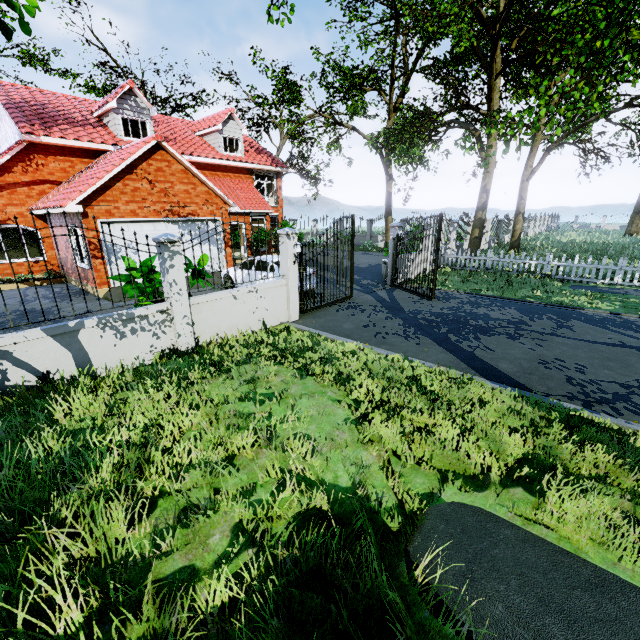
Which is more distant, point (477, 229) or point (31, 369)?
point (477, 229)

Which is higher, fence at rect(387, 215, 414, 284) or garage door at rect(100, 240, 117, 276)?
fence at rect(387, 215, 414, 284)

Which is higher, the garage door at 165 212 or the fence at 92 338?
the garage door at 165 212

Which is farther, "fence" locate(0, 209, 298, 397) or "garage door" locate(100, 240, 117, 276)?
"garage door" locate(100, 240, 117, 276)

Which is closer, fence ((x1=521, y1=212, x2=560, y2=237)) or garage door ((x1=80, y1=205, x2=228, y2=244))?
garage door ((x1=80, y1=205, x2=228, y2=244))

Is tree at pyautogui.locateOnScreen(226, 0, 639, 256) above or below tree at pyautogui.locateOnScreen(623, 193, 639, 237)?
above

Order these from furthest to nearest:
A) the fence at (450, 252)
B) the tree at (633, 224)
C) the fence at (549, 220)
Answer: the fence at (549, 220)
the tree at (633, 224)
the fence at (450, 252)

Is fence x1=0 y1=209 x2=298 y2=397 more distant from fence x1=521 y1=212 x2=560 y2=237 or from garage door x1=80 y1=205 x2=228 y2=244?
fence x1=521 y1=212 x2=560 y2=237
